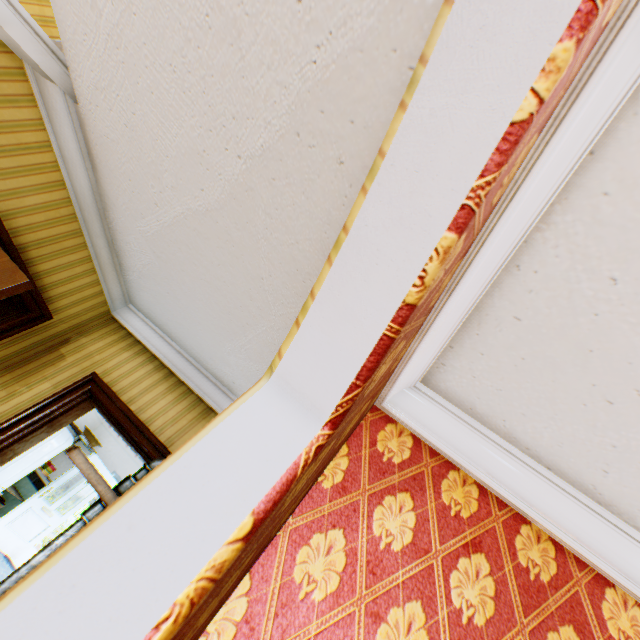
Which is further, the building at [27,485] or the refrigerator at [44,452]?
the building at [27,485]

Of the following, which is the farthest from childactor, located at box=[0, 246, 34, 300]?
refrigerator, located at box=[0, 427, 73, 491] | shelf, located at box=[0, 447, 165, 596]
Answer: refrigerator, located at box=[0, 427, 73, 491]

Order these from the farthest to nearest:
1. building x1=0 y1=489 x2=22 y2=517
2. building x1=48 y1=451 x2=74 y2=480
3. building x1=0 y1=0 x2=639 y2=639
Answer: building x1=48 y1=451 x2=74 y2=480 < building x1=0 y1=489 x2=22 y2=517 < building x1=0 y1=0 x2=639 y2=639

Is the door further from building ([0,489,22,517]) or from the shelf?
the shelf

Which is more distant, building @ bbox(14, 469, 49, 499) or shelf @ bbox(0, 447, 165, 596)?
building @ bbox(14, 469, 49, 499)

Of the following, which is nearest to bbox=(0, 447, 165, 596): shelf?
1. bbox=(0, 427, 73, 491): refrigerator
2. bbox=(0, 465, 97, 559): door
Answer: bbox=(0, 427, 73, 491): refrigerator

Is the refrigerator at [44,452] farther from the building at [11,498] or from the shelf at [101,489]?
the shelf at [101,489]

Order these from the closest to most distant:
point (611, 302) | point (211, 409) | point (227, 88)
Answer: point (611, 302) → point (227, 88) → point (211, 409)
